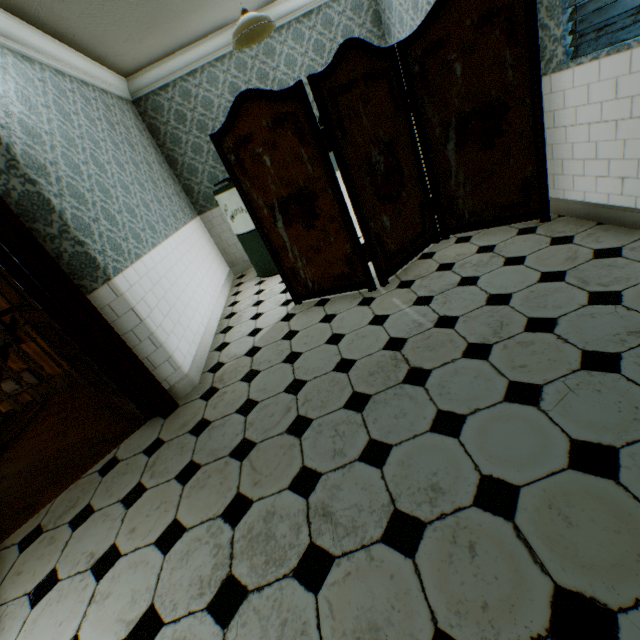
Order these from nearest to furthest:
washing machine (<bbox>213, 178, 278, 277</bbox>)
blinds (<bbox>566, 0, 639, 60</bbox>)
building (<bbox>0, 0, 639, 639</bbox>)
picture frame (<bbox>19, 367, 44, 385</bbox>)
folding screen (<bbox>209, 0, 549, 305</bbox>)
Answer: building (<bbox>0, 0, 639, 639</bbox>) < blinds (<bbox>566, 0, 639, 60</bbox>) < folding screen (<bbox>209, 0, 549, 305</bbox>) < washing machine (<bbox>213, 178, 278, 277</bbox>) < picture frame (<bbox>19, 367, 44, 385</bbox>)

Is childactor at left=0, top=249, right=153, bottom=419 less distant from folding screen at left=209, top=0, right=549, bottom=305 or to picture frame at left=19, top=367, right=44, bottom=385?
folding screen at left=209, top=0, right=549, bottom=305

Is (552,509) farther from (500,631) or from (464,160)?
(464,160)

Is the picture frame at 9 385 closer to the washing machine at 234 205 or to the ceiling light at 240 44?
the washing machine at 234 205

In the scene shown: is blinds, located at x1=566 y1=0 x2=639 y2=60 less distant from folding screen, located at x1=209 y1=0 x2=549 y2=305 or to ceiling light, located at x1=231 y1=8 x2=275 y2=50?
folding screen, located at x1=209 y1=0 x2=549 y2=305

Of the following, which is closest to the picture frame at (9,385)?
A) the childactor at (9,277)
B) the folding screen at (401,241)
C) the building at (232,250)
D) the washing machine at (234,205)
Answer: the building at (232,250)

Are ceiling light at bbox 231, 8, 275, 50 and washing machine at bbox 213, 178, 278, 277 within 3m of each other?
yes

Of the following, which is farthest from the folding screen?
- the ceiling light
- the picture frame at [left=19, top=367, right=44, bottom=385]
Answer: the picture frame at [left=19, top=367, right=44, bottom=385]
